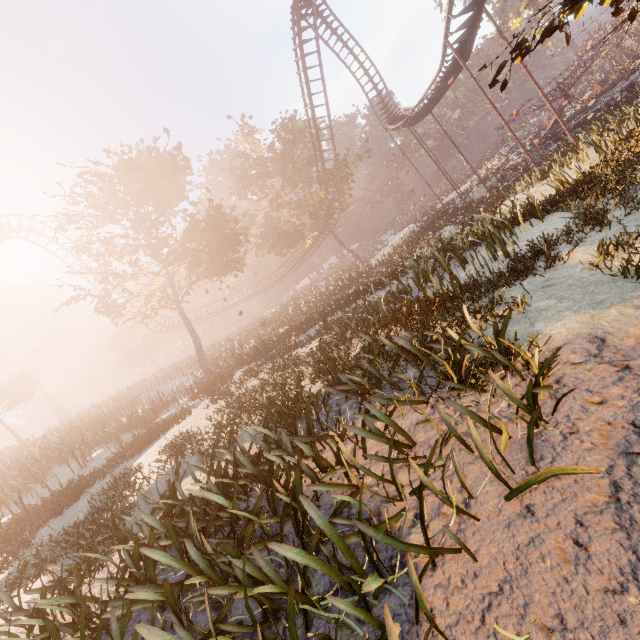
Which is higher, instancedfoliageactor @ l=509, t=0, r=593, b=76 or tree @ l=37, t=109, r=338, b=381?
tree @ l=37, t=109, r=338, b=381

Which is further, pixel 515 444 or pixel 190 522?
pixel 190 522

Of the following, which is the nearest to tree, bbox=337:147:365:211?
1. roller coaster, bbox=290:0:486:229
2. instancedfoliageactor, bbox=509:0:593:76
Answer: roller coaster, bbox=290:0:486:229

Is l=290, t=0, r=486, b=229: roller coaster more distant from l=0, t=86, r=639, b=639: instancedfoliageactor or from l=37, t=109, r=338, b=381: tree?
l=0, t=86, r=639, b=639: instancedfoliageactor

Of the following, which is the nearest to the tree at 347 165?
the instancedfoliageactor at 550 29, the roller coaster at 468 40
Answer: the roller coaster at 468 40

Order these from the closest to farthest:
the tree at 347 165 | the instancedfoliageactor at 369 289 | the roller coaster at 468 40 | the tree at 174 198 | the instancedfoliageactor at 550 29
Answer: the instancedfoliageactor at 369 289 → the instancedfoliageactor at 550 29 → the roller coaster at 468 40 → the tree at 174 198 → the tree at 347 165

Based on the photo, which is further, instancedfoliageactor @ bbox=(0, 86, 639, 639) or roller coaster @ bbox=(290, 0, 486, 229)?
roller coaster @ bbox=(290, 0, 486, 229)
